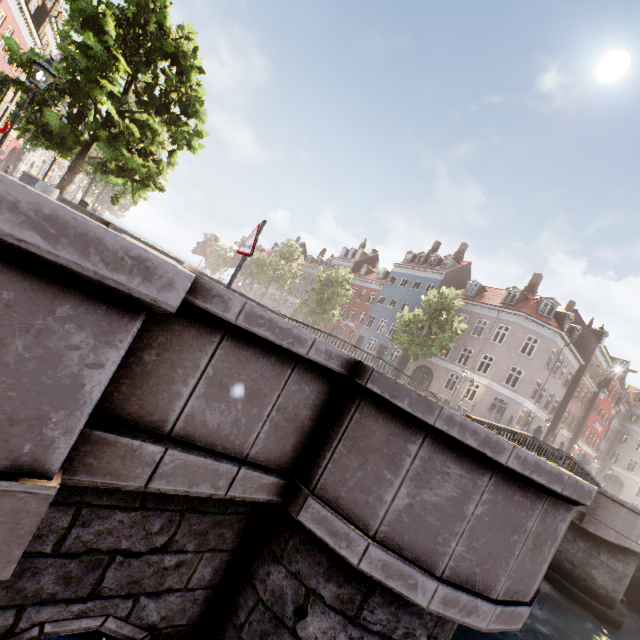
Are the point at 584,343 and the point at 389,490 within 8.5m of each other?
no

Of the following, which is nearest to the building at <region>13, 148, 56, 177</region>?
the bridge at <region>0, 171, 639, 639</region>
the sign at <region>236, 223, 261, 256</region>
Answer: the bridge at <region>0, 171, 639, 639</region>

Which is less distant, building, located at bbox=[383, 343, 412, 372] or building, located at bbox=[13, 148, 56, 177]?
building, located at bbox=[383, 343, 412, 372]

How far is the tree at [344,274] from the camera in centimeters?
3378cm

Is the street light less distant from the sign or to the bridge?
the bridge

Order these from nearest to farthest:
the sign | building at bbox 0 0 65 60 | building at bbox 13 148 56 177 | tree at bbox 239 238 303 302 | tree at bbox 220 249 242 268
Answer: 1. the sign
2. building at bbox 0 0 65 60
3. building at bbox 13 148 56 177
4. tree at bbox 239 238 303 302
5. tree at bbox 220 249 242 268

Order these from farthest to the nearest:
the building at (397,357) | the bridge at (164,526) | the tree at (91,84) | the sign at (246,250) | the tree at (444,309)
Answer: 1. the building at (397,357)
2. the tree at (444,309)
3. the tree at (91,84)
4. the sign at (246,250)
5. the bridge at (164,526)

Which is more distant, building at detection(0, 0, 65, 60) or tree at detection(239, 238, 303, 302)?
tree at detection(239, 238, 303, 302)
